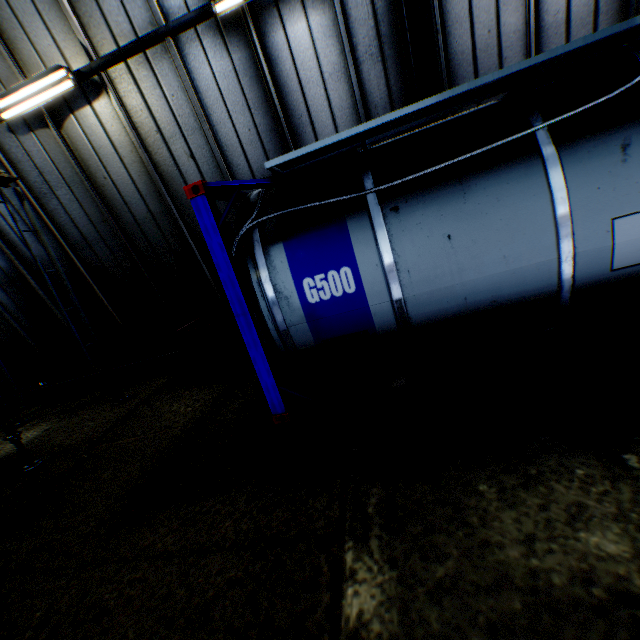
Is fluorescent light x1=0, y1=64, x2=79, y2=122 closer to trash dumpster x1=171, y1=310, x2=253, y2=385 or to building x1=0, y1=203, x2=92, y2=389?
building x1=0, y1=203, x2=92, y2=389

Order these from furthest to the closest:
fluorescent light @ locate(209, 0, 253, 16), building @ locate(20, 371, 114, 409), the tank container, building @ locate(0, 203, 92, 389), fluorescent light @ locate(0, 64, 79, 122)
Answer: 1. building @ locate(20, 371, 114, 409)
2. building @ locate(0, 203, 92, 389)
3. fluorescent light @ locate(0, 64, 79, 122)
4. fluorescent light @ locate(209, 0, 253, 16)
5. the tank container

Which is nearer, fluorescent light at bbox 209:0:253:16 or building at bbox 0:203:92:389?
fluorescent light at bbox 209:0:253:16

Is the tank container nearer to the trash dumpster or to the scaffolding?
the trash dumpster

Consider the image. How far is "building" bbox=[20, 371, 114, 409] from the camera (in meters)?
8.98

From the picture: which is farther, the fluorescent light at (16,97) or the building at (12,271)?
the building at (12,271)

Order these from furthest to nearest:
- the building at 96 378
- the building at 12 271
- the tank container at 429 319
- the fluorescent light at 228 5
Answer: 1. the building at 96 378
2. the building at 12 271
3. the fluorescent light at 228 5
4. the tank container at 429 319

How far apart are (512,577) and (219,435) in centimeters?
353cm
